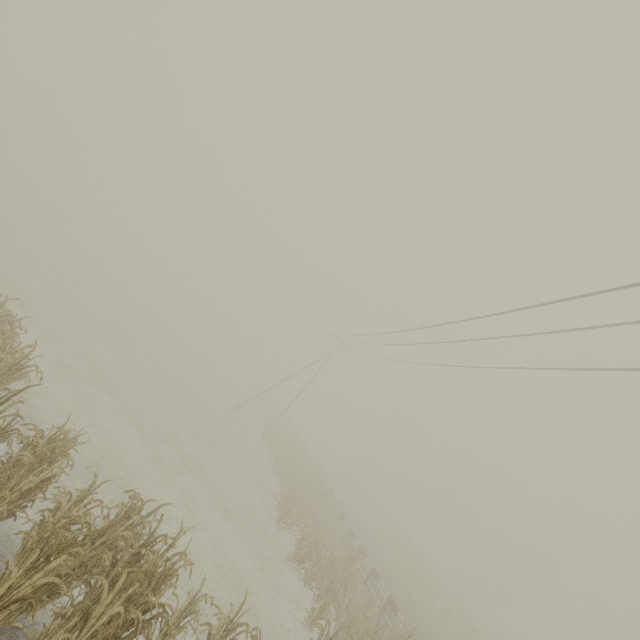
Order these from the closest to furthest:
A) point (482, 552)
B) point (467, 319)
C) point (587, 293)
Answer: point (587, 293)
point (467, 319)
point (482, 552)

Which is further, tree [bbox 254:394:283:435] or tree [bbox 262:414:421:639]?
tree [bbox 254:394:283:435]

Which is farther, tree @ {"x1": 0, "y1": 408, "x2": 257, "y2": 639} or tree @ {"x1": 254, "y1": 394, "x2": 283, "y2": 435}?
tree @ {"x1": 254, "y1": 394, "x2": 283, "y2": 435}

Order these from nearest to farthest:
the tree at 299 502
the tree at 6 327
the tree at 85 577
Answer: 1. the tree at 85 577
2. the tree at 6 327
3. the tree at 299 502

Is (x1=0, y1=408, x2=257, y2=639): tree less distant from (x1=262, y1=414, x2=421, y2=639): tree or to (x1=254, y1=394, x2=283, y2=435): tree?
(x1=262, y1=414, x2=421, y2=639): tree

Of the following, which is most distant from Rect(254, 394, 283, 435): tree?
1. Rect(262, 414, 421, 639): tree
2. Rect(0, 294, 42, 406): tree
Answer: Rect(0, 294, 42, 406): tree

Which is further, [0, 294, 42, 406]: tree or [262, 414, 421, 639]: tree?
[262, 414, 421, 639]: tree

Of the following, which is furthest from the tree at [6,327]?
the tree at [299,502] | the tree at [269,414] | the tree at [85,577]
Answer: the tree at [269,414]
